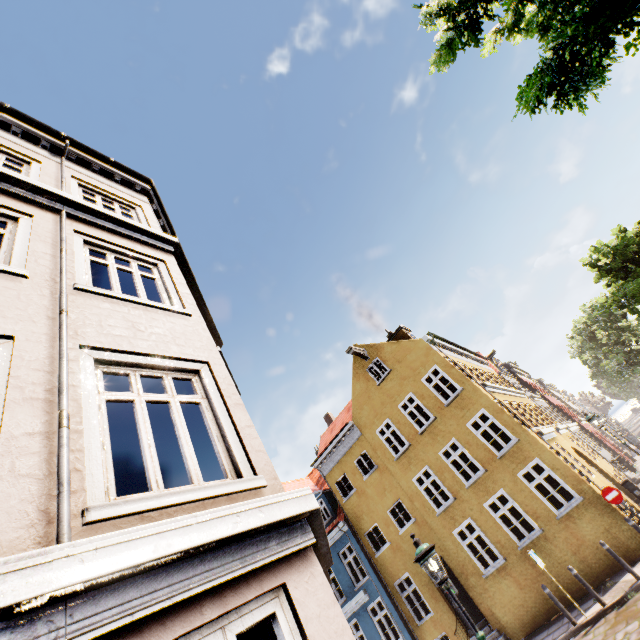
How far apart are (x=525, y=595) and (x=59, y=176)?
20.08m

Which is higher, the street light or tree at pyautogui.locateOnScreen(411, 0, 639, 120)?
tree at pyautogui.locateOnScreen(411, 0, 639, 120)

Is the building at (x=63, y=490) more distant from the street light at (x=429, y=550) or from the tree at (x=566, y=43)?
the tree at (x=566, y=43)

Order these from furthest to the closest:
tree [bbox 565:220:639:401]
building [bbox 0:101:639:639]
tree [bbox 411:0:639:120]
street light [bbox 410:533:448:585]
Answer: tree [bbox 565:220:639:401]
street light [bbox 410:533:448:585]
tree [bbox 411:0:639:120]
building [bbox 0:101:639:639]

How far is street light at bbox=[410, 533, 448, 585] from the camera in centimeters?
579cm

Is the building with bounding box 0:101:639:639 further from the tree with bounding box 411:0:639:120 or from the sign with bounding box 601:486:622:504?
the tree with bounding box 411:0:639:120

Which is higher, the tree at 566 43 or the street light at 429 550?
the tree at 566 43

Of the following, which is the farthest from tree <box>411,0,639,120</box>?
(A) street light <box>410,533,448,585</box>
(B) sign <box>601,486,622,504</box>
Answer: (B) sign <box>601,486,622,504</box>
